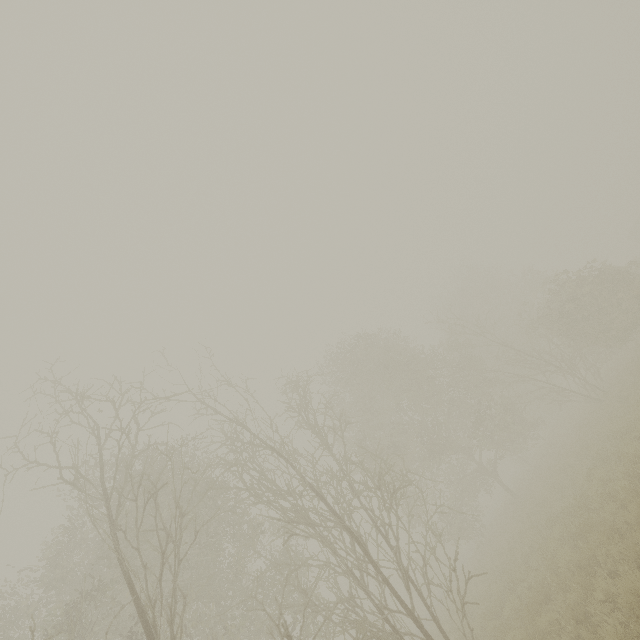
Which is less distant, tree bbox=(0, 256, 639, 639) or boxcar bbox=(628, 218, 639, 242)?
tree bbox=(0, 256, 639, 639)

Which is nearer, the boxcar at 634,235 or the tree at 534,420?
the tree at 534,420

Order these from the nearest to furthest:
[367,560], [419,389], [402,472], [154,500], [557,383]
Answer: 1. [154,500]
2. [402,472]
3. [419,389]
4. [557,383]
5. [367,560]
